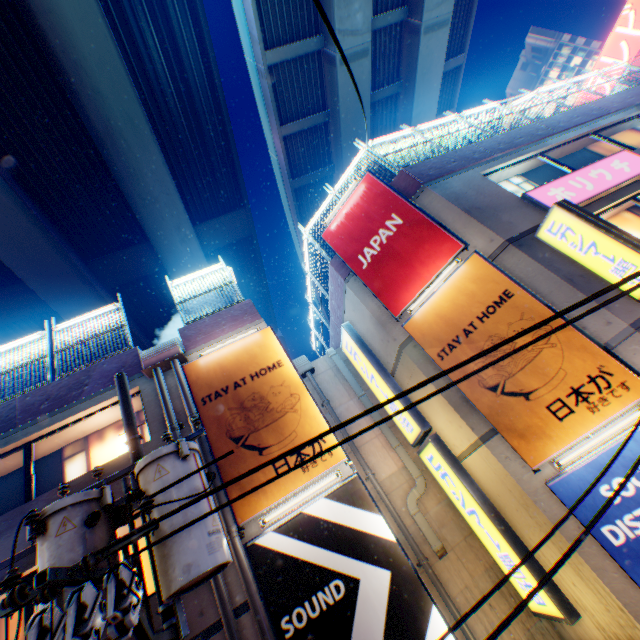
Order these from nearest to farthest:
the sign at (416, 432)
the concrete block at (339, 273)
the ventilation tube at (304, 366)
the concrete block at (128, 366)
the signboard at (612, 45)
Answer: the concrete block at (128, 366), the sign at (416, 432), the concrete block at (339, 273), the ventilation tube at (304, 366), the signboard at (612, 45)

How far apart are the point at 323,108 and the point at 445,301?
17.0m

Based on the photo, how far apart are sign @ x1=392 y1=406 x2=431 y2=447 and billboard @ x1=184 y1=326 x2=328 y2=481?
3.13m

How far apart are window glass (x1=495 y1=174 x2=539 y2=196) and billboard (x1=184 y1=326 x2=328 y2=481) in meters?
7.5

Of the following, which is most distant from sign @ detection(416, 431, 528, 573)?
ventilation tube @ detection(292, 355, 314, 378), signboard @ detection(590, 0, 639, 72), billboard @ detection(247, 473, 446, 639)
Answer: signboard @ detection(590, 0, 639, 72)

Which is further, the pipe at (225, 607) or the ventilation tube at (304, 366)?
the ventilation tube at (304, 366)

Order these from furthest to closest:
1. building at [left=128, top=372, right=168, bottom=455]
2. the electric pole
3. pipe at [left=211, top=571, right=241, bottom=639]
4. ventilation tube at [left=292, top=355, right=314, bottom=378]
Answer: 1. ventilation tube at [left=292, top=355, right=314, bottom=378]
2. building at [left=128, top=372, right=168, bottom=455]
3. pipe at [left=211, top=571, right=241, bottom=639]
4. the electric pole
